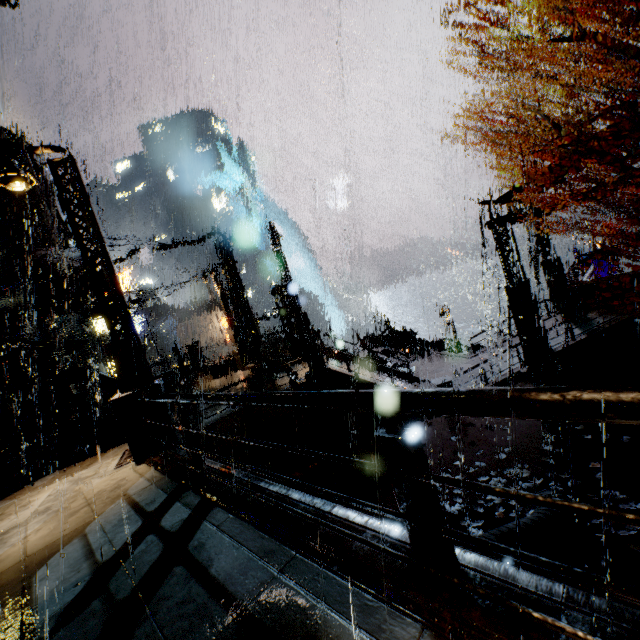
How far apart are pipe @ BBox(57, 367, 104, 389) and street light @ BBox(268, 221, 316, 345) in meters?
11.8 m

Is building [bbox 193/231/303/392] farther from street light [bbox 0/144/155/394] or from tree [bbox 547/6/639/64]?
tree [bbox 547/6/639/64]

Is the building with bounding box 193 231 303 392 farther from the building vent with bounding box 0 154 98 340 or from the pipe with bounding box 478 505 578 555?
the pipe with bounding box 478 505 578 555

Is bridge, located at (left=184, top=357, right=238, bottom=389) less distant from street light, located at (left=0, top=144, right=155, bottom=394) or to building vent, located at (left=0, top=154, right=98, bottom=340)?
building vent, located at (left=0, top=154, right=98, bottom=340)

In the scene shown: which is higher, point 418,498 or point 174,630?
point 418,498

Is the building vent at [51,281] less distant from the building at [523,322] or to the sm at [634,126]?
the building at [523,322]

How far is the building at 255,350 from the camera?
20.16m

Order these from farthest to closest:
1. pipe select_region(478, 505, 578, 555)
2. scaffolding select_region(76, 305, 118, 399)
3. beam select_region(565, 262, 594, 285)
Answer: beam select_region(565, 262, 594, 285) < scaffolding select_region(76, 305, 118, 399) < pipe select_region(478, 505, 578, 555)
